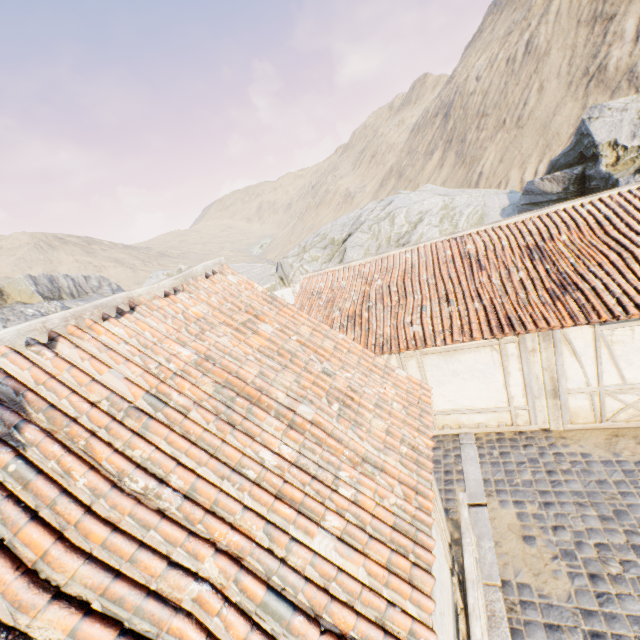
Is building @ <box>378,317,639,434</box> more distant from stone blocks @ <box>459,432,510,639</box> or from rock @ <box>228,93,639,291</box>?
rock @ <box>228,93,639,291</box>

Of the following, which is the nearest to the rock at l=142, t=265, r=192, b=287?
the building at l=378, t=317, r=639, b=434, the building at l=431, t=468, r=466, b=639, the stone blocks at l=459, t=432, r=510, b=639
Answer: the stone blocks at l=459, t=432, r=510, b=639

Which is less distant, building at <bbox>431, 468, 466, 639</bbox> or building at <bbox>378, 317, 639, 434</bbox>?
building at <bbox>431, 468, 466, 639</bbox>

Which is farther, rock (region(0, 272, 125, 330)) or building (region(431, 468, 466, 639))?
rock (region(0, 272, 125, 330))

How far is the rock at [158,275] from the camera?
33.16m

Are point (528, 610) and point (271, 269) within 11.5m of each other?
no

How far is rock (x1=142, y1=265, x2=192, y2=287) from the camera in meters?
33.2 m

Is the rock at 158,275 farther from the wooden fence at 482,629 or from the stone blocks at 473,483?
the wooden fence at 482,629
